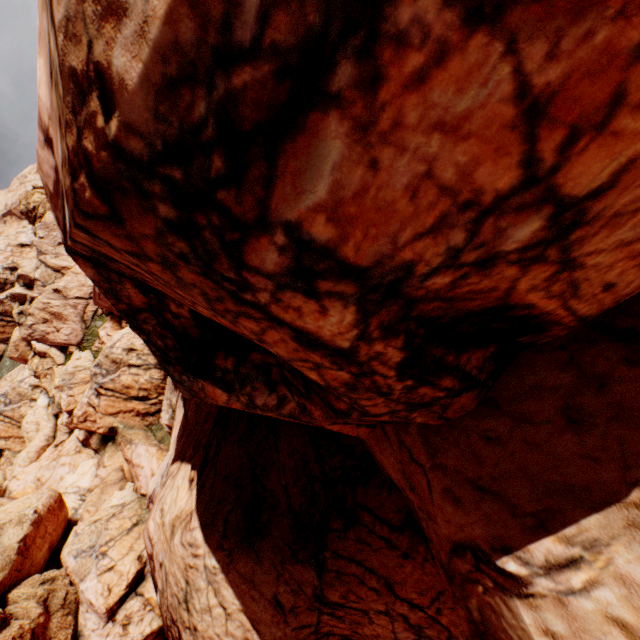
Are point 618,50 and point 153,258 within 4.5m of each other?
yes
